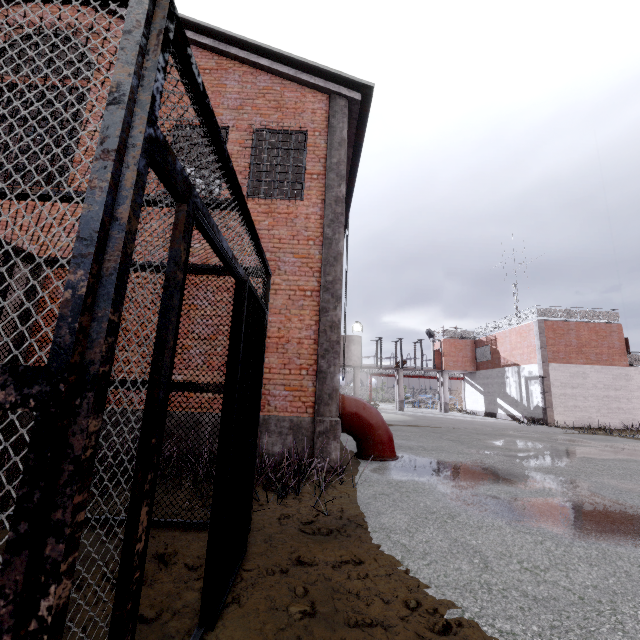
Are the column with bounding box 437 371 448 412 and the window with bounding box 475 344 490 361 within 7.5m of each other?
yes

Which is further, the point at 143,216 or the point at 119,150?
the point at 143,216

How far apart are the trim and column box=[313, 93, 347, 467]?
20.7 meters

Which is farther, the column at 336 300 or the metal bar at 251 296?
the column at 336 300

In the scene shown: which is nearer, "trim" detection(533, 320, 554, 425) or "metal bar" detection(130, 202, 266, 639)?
"metal bar" detection(130, 202, 266, 639)

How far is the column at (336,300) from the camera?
6.47m

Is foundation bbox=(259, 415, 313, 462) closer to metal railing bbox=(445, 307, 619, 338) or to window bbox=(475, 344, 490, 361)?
metal railing bbox=(445, 307, 619, 338)

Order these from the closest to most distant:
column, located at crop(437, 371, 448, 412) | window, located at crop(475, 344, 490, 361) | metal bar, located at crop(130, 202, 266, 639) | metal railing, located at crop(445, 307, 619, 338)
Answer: metal bar, located at crop(130, 202, 266, 639)
metal railing, located at crop(445, 307, 619, 338)
window, located at crop(475, 344, 490, 361)
column, located at crop(437, 371, 448, 412)
